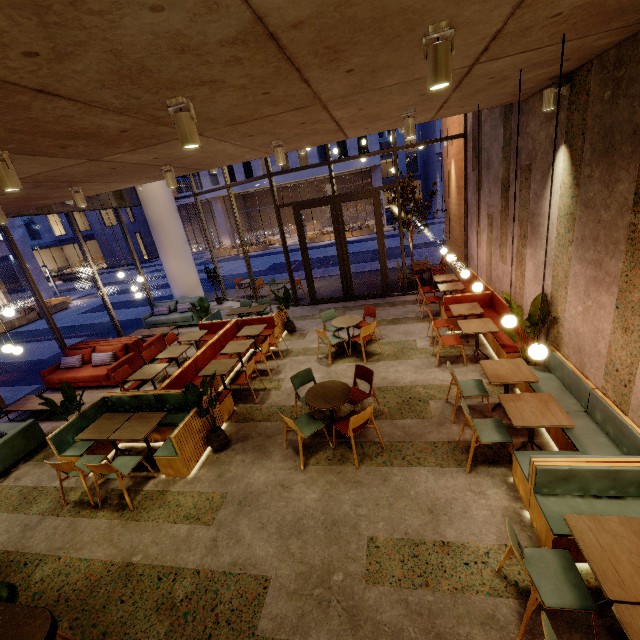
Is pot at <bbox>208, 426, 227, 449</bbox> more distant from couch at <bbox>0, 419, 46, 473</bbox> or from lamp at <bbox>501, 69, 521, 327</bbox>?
lamp at <bbox>501, 69, 521, 327</bbox>

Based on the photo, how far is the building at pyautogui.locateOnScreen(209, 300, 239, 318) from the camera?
12.4 meters

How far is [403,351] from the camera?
7.54m

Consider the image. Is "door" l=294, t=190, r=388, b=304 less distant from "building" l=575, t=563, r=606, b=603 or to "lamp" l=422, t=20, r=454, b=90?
"building" l=575, t=563, r=606, b=603

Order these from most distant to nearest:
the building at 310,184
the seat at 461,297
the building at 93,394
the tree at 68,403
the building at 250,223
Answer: the building at 250,223 < the building at 310,184 < the building at 93,394 < the seat at 461,297 < the tree at 68,403

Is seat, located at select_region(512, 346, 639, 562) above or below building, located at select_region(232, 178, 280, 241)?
below

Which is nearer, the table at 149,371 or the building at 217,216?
the table at 149,371

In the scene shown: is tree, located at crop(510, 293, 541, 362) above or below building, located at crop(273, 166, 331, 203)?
Result: below
